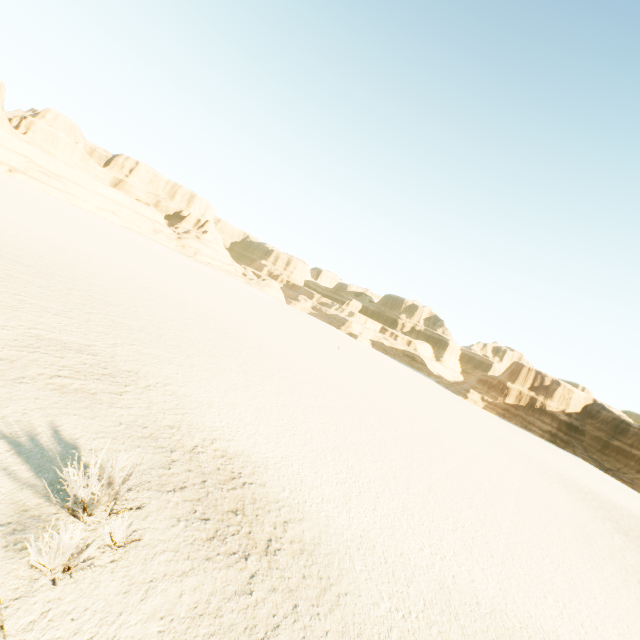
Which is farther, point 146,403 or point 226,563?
point 146,403

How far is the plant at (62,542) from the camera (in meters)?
5.14

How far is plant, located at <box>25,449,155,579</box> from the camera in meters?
5.1
